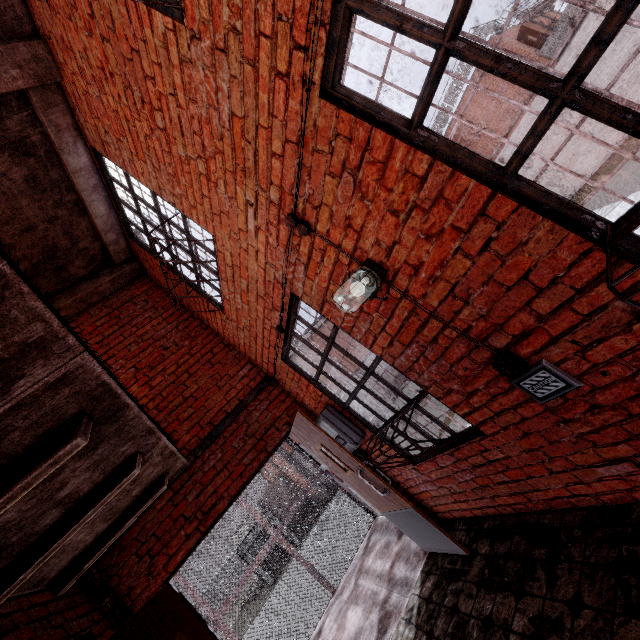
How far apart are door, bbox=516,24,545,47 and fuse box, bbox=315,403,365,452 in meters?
18.4

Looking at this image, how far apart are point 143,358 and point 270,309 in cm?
241

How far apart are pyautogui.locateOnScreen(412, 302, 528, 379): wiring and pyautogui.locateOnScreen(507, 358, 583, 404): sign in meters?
0.1 m

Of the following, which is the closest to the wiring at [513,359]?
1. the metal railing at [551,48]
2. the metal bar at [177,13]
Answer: the metal bar at [177,13]

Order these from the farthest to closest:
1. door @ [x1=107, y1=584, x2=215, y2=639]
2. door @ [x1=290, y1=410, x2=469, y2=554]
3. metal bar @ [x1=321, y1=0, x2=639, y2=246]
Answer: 1. door @ [x1=290, y1=410, x2=469, y2=554]
2. door @ [x1=107, y1=584, x2=215, y2=639]
3. metal bar @ [x1=321, y1=0, x2=639, y2=246]

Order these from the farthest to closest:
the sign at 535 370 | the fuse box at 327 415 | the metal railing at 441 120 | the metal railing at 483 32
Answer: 1. the metal railing at 441 120
2. the metal railing at 483 32
3. the fuse box at 327 415
4. the sign at 535 370

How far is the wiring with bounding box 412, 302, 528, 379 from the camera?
1.8m

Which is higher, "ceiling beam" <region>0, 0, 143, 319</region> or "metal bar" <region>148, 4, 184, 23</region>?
"ceiling beam" <region>0, 0, 143, 319</region>
